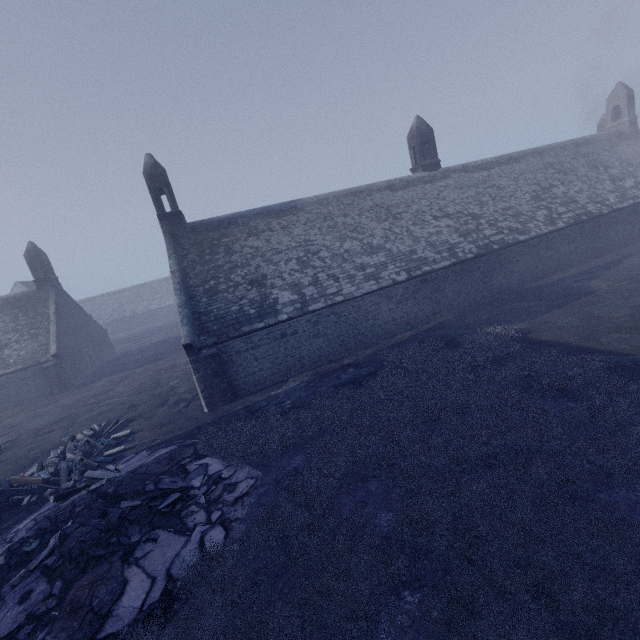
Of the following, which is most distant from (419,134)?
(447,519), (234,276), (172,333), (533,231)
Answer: (172,333)

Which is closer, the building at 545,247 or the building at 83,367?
the building at 545,247

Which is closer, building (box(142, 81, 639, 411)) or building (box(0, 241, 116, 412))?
building (box(142, 81, 639, 411))
